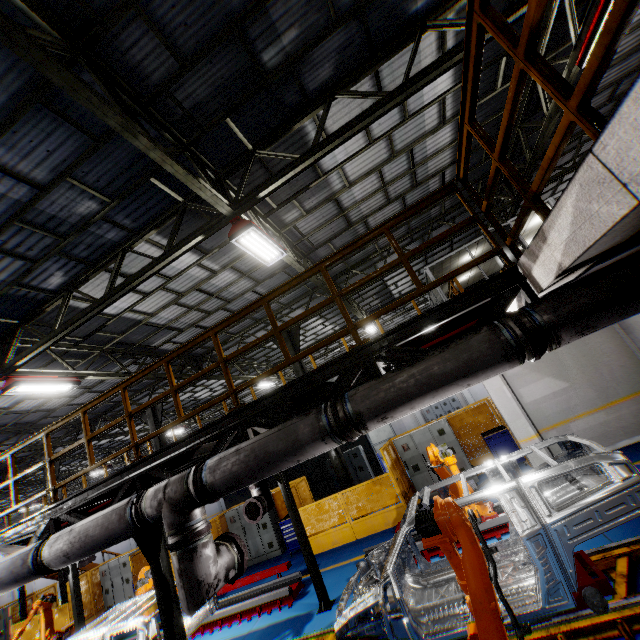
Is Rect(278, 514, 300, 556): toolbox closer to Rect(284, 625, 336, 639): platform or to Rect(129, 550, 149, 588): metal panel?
Rect(129, 550, 149, 588): metal panel

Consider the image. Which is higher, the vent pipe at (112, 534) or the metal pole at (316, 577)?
the vent pipe at (112, 534)

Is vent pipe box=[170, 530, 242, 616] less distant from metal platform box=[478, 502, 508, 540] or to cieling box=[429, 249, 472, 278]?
metal platform box=[478, 502, 508, 540]

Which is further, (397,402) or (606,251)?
(397,402)

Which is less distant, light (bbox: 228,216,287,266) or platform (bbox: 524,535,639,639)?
platform (bbox: 524,535,639,639)

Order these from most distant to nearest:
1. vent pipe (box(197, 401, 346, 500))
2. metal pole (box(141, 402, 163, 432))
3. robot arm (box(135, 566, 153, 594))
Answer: metal pole (box(141, 402, 163, 432))
robot arm (box(135, 566, 153, 594))
vent pipe (box(197, 401, 346, 500))

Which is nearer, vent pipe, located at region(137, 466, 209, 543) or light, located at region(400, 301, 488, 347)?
vent pipe, located at region(137, 466, 209, 543)

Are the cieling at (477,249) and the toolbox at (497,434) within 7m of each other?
yes
